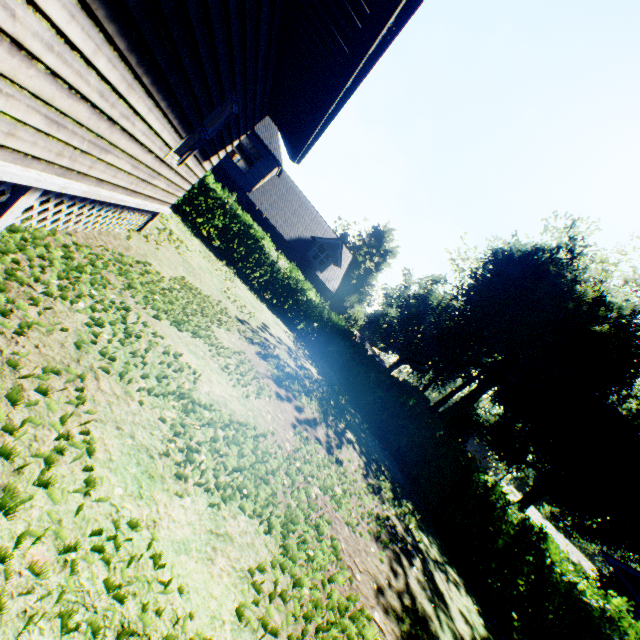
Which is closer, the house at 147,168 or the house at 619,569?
the house at 147,168

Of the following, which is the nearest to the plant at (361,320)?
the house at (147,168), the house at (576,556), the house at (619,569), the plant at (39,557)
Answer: the house at (576,556)

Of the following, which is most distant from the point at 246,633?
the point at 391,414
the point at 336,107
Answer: the point at 391,414

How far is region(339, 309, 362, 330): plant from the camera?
36.99m

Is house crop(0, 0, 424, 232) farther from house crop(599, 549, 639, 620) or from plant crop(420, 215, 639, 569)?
plant crop(420, 215, 639, 569)

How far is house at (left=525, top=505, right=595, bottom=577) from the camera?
43.4m

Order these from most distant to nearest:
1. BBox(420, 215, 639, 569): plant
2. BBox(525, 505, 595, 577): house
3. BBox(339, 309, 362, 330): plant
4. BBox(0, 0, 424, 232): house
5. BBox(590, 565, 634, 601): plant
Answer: BBox(525, 505, 595, 577): house < BBox(339, 309, 362, 330): plant < BBox(590, 565, 634, 601): plant < BBox(420, 215, 639, 569): plant < BBox(0, 0, 424, 232): house
